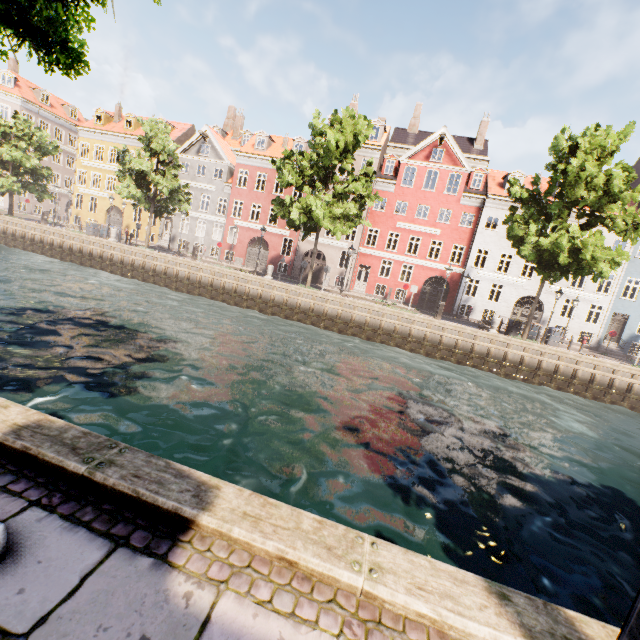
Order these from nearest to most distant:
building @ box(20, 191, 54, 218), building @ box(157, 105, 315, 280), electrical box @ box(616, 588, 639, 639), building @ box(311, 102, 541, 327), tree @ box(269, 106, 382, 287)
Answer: electrical box @ box(616, 588, 639, 639) < tree @ box(269, 106, 382, 287) < building @ box(311, 102, 541, 327) < building @ box(157, 105, 315, 280) < building @ box(20, 191, 54, 218)

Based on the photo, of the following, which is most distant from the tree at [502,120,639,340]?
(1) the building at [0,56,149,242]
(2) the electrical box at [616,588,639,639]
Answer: (2) the electrical box at [616,588,639,639]

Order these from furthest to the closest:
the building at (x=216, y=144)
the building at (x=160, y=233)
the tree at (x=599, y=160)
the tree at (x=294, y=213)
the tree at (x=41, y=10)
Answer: the building at (x=160, y=233) → the building at (x=216, y=144) → the tree at (x=294, y=213) → the tree at (x=599, y=160) → the tree at (x=41, y=10)

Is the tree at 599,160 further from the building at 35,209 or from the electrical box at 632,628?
the electrical box at 632,628

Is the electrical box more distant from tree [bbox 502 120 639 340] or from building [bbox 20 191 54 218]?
building [bbox 20 191 54 218]

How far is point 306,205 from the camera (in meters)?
20.56
